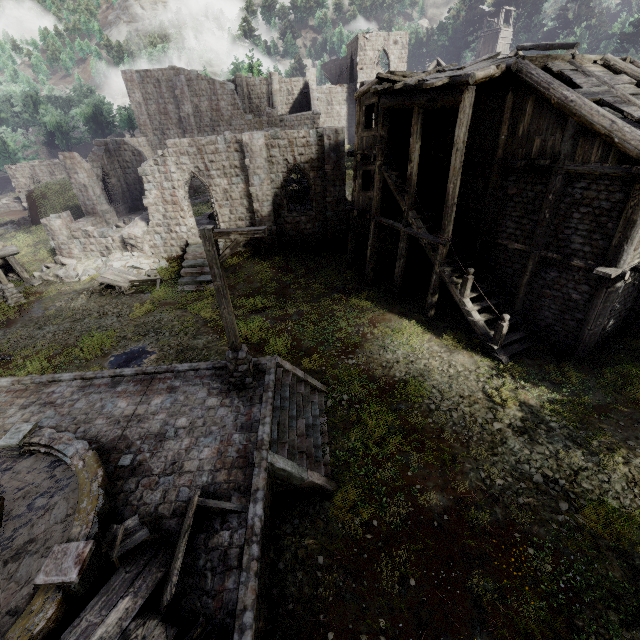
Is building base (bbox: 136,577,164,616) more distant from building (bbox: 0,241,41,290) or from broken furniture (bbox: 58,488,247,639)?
building (bbox: 0,241,41,290)

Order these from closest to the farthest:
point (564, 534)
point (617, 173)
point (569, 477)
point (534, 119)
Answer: point (564, 534) → point (569, 477) → point (617, 173) → point (534, 119)

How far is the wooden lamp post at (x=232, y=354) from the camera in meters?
7.5 m

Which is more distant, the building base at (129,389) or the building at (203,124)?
the building at (203,124)

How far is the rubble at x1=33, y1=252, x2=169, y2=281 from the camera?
21.64m

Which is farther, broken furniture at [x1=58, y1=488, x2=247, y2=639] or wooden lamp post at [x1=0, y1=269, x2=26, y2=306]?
wooden lamp post at [x1=0, y1=269, x2=26, y2=306]

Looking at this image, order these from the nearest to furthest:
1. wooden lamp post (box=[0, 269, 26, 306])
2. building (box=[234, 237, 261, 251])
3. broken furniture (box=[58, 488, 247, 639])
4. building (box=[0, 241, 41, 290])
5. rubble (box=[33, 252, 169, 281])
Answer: broken furniture (box=[58, 488, 247, 639]) → wooden lamp post (box=[0, 269, 26, 306]) → building (box=[0, 241, 41, 290]) → rubble (box=[33, 252, 169, 281]) → building (box=[234, 237, 261, 251])

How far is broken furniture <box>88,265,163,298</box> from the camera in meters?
19.3
